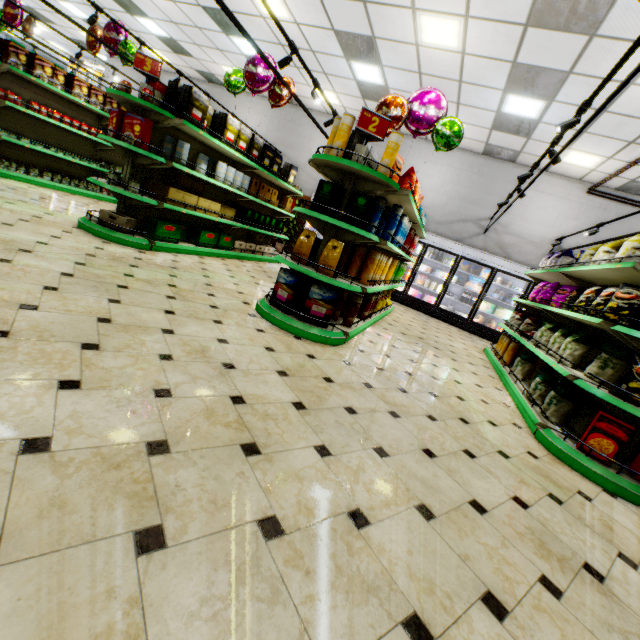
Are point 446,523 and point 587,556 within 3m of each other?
yes

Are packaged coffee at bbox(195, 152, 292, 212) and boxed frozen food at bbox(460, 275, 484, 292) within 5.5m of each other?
no

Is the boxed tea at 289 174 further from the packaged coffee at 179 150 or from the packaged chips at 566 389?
the packaged chips at 566 389

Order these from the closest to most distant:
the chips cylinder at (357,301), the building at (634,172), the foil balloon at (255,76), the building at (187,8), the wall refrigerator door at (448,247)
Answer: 1. the chips cylinder at (357,301)
2. the foil balloon at (255,76)
3. the building at (634,172)
4. the building at (187,8)
5. the wall refrigerator door at (448,247)

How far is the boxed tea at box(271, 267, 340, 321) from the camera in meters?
3.7

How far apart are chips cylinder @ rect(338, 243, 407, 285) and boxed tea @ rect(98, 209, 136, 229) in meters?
3.1

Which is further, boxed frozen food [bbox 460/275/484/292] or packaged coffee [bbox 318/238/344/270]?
boxed frozen food [bbox 460/275/484/292]

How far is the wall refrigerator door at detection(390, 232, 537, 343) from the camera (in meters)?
9.08
